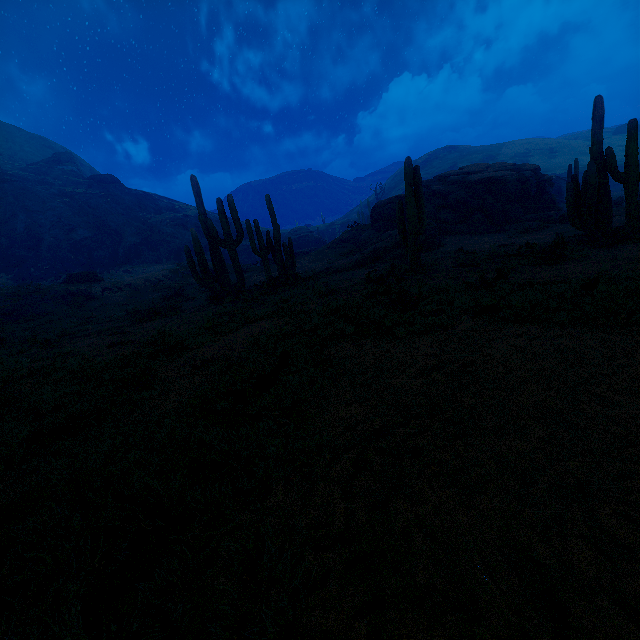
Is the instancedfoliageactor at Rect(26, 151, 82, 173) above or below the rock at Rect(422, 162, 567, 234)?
above

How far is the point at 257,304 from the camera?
10.5m

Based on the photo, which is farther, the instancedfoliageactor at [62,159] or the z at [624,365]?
the instancedfoliageactor at [62,159]

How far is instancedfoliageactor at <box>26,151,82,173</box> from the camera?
53.2 meters

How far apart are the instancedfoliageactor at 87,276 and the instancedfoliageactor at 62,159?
44.0m

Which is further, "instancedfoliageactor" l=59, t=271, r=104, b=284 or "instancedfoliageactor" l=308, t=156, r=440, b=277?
"instancedfoliageactor" l=59, t=271, r=104, b=284

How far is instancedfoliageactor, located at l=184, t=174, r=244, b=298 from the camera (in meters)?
14.36

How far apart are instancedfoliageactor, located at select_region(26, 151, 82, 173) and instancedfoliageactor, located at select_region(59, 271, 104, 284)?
44.0m
